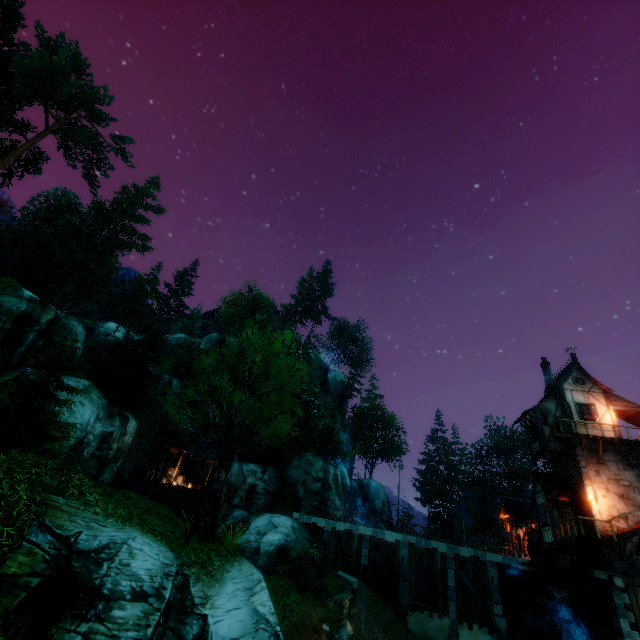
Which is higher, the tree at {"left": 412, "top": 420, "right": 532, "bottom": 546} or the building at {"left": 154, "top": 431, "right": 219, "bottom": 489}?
the tree at {"left": 412, "top": 420, "right": 532, "bottom": 546}

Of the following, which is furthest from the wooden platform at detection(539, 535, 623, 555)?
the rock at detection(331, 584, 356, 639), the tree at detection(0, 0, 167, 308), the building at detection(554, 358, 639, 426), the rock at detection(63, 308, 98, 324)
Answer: the rock at detection(63, 308, 98, 324)

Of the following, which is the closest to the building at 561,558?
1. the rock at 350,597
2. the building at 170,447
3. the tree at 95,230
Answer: the tree at 95,230

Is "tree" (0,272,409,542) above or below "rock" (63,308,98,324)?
below

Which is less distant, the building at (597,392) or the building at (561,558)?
the building at (561,558)

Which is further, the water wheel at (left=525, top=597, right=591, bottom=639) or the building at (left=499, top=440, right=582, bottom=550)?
the building at (left=499, top=440, right=582, bottom=550)

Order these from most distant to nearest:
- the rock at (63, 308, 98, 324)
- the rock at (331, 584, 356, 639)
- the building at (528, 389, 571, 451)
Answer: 1. the rock at (63, 308, 98, 324)
2. the building at (528, 389, 571, 451)
3. the rock at (331, 584, 356, 639)

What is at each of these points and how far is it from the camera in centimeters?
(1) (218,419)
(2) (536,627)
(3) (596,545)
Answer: (1) tree, 1120cm
(2) water wheel, 1903cm
(3) wooden platform, 1831cm
